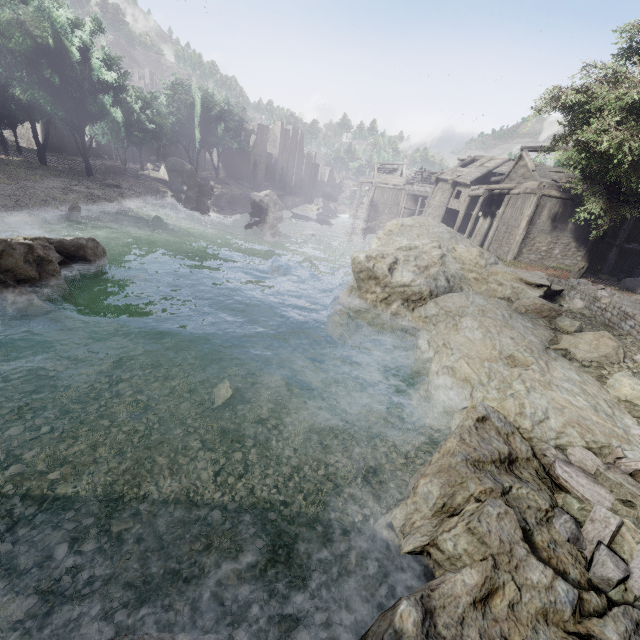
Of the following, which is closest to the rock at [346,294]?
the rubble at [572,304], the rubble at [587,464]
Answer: the rubble at [572,304]

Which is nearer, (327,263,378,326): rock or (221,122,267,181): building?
(327,263,378,326): rock

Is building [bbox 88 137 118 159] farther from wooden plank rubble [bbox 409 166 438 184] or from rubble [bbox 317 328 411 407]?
rubble [bbox 317 328 411 407]

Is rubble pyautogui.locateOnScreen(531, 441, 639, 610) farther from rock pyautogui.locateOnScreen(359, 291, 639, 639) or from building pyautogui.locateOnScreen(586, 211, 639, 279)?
building pyautogui.locateOnScreen(586, 211, 639, 279)

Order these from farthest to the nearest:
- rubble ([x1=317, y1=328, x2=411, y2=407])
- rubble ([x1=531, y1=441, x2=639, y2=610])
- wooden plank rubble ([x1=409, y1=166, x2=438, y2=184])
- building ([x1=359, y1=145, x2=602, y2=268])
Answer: wooden plank rubble ([x1=409, y1=166, x2=438, y2=184])
building ([x1=359, y1=145, x2=602, y2=268])
rubble ([x1=317, y1=328, x2=411, y2=407])
rubble ([x1=531, y1=441, x2=639, y2=610])

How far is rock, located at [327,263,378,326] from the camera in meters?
13.4 m

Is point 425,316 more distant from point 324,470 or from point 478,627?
point 478,627

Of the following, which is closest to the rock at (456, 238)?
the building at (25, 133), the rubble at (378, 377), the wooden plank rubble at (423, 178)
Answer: the rubble at (378, 377)
